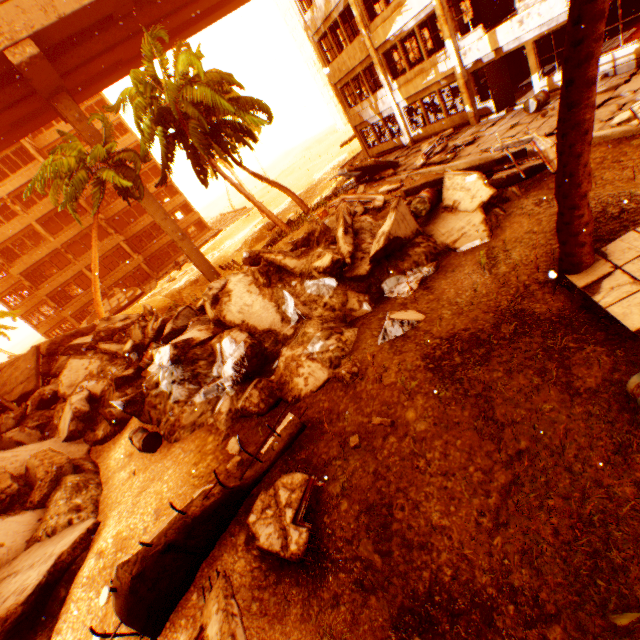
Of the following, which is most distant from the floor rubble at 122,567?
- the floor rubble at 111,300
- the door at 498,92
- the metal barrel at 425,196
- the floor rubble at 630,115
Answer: the floor rubble at 111,300

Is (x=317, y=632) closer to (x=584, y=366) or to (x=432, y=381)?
(x=432, y=381)

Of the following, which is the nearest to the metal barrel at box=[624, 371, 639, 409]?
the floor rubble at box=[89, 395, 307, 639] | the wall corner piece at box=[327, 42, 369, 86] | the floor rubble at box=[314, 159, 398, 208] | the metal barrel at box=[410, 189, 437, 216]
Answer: the floor rubble at box=[89, 395, 307, 639]

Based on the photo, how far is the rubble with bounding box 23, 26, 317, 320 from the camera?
16.2m

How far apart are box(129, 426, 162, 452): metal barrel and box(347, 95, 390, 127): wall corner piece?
21.9 meters

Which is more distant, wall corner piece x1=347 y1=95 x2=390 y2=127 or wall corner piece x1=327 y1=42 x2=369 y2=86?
wall corner piece x1=347 y1=95 x2=390 y2=127

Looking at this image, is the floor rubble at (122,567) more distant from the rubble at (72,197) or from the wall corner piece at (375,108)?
the wall corner piece at (375,108)

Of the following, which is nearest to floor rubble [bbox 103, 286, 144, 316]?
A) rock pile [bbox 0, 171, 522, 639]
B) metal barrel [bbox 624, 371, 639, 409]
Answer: rock pile [bbox 0, 171, 522, 639]
